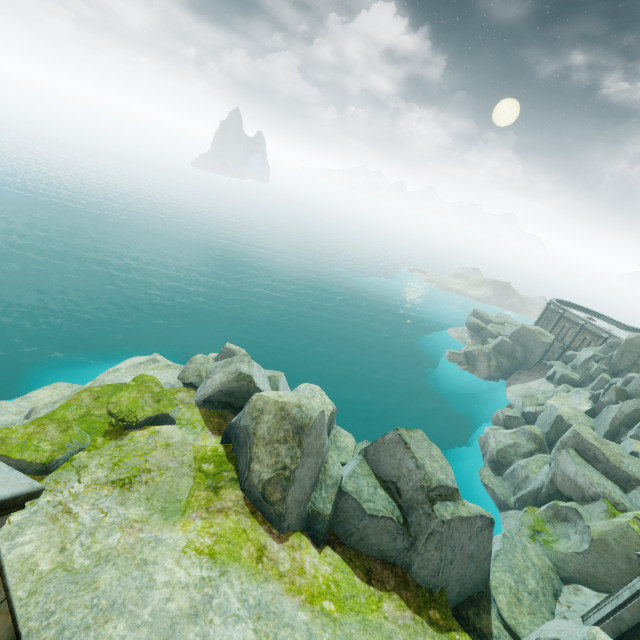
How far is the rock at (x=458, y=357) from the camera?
46.0 meters

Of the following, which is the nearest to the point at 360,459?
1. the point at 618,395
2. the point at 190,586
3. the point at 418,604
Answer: the point at 418,604

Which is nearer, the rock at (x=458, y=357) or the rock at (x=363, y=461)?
the rock at (x=363, y=461)

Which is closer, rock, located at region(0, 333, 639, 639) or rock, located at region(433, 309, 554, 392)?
rock, located at region(0, 333, 639, 639)

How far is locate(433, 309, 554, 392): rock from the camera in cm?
4603
